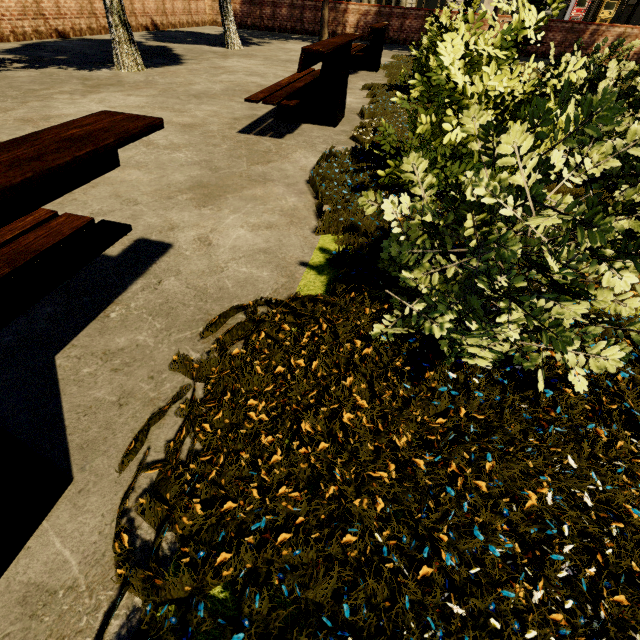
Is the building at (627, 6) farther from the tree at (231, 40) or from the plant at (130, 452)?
the plant at (130, 452)

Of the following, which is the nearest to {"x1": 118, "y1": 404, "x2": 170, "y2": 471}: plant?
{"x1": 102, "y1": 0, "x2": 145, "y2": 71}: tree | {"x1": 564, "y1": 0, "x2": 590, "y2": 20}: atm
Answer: {"x1": 102, "y1": 0, "x2": 145, "y2": 71}: tree

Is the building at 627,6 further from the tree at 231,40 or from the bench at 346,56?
the bench at 346,56

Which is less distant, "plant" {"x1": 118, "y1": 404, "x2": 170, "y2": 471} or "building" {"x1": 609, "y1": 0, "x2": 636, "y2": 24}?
"plant" {"x1": 118, "y1": 404, "x2": 170, "y2": 471}

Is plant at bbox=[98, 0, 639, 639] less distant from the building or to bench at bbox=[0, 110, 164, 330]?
bench at bbox=[0, 110, 164, 330]

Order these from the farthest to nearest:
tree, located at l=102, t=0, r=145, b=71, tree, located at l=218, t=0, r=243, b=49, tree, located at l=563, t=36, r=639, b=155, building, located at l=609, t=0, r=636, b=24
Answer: building, located at l=609, t=0, r=636, b=24 → tree, located at l=218, t=0, r=243, b=49 → tree, located at l=102, t=0, r=145, b=71 → tree, located at l=563, t=36, r=639, b=155

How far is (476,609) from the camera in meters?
0.9 m

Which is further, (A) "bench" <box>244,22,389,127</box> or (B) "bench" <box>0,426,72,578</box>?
(A) "bench" <box>244,22,389,127</box>
